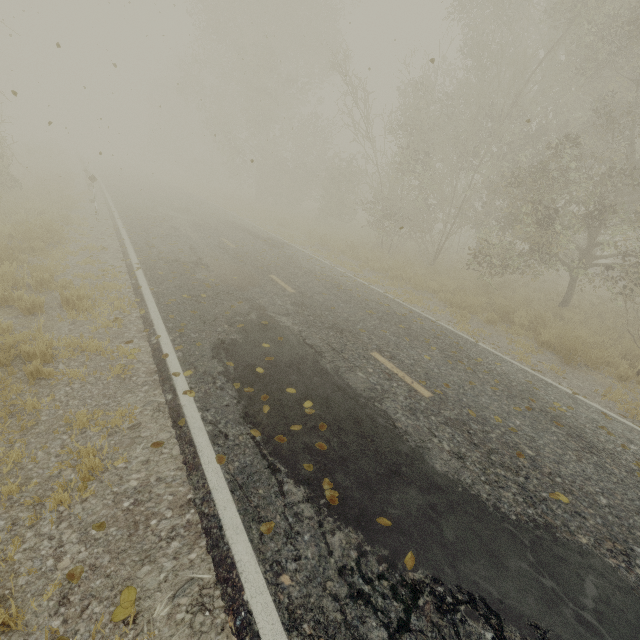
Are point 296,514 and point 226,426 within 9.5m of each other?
yes

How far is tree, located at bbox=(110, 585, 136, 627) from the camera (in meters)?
2.42

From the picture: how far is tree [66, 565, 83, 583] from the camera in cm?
259

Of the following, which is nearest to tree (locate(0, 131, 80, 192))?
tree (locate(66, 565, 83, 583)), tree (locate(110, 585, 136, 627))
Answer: tree (locate(66, 565, 83, 583))

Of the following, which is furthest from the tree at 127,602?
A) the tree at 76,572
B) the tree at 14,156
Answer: the tree at 14,156

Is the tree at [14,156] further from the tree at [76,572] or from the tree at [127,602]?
the tree at [127,602]
